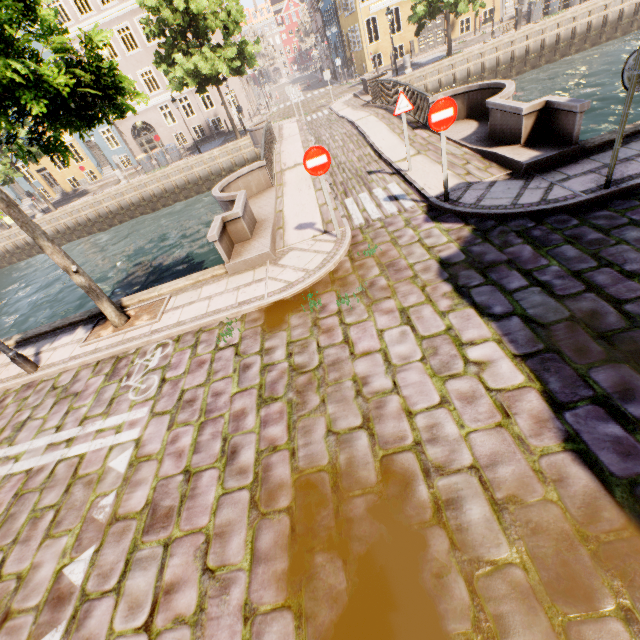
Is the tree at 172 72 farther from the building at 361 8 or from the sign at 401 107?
the sign at 401 107

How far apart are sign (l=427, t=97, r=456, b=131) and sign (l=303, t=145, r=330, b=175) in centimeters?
191cm

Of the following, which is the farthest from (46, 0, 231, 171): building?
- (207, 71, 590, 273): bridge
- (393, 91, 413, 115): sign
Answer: (393, 91, 413, 115): sign

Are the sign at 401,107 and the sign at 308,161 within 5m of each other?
→ yes

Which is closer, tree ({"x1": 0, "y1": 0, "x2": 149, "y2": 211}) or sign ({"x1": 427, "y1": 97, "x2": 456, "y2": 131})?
tree ({"x1": 0, "y1": 0, "x2": 149, "y2": 211})

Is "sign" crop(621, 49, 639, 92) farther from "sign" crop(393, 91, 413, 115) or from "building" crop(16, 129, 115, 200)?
"building" crop(16, 129, 115, 200)

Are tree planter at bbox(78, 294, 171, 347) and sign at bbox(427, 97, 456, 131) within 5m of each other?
no

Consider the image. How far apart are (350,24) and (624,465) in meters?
40.6 m
